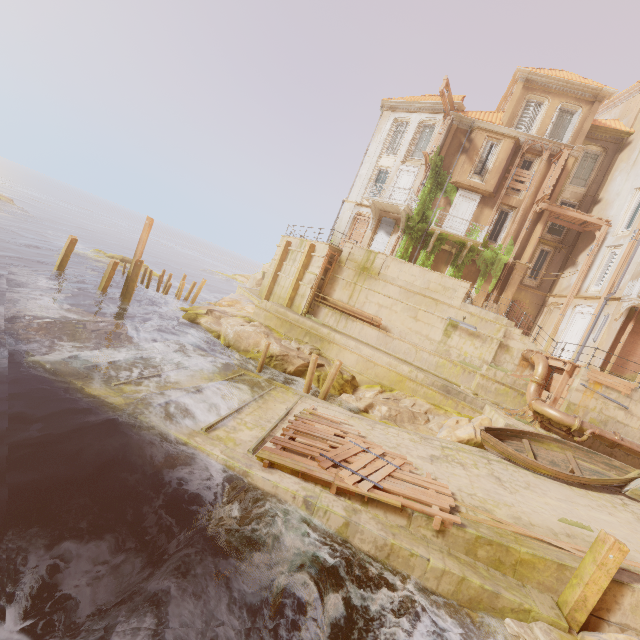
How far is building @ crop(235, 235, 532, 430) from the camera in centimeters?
1691cm

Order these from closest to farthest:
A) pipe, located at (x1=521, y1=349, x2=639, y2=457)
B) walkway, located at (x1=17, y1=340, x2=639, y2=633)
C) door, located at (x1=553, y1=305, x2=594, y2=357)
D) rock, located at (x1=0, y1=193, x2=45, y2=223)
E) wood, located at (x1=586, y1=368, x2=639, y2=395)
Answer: walkway, located at (x1=17, y1=340, x2=639, y2=633) < pipe, located at (x1=521, y1=349, x2=639, y2=457) < wood, located at (x1=586, y1=368, x2=639, y2=395) < door, located at (x1=553, y1=305, x2=594, y2=357) < rock, located at (x1=0, y1=193, x2=45, y2=223)

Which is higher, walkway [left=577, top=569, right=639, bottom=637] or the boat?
the boat

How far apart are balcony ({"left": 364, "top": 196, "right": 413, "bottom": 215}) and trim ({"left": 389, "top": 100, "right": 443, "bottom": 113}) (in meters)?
7.70

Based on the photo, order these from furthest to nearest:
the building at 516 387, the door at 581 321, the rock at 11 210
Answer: the rock at 11 210 → the door at 581 321 → the building at 516 387

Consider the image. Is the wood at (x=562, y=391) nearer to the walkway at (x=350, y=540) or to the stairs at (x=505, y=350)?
the stairs at (x=505, y=350)

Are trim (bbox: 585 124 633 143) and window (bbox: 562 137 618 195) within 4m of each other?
yes

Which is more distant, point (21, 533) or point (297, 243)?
point (297, 243)
